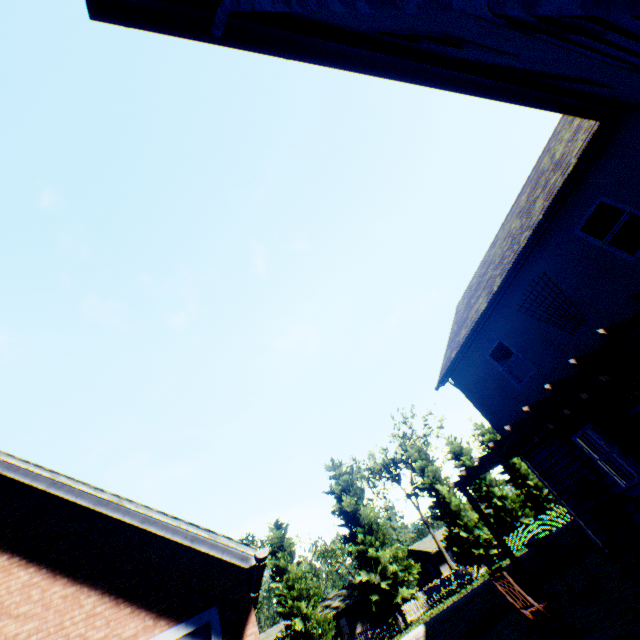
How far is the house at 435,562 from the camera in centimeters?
4822cm

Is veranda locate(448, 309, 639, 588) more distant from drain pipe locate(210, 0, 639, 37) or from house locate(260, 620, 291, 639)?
house locate(260, 620, 291, 639)

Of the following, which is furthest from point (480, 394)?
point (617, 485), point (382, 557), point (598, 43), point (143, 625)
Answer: point (382, 557)

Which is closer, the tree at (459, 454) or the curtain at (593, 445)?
the curtain at (593, 445)

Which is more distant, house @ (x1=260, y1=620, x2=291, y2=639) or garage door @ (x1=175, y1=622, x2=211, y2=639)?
house @ (x1=260, y1=620, x2=291, y2=639)

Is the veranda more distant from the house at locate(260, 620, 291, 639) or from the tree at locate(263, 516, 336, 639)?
the house at locate(260, 620, 291, 639)

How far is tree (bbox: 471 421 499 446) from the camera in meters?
39.8 m
